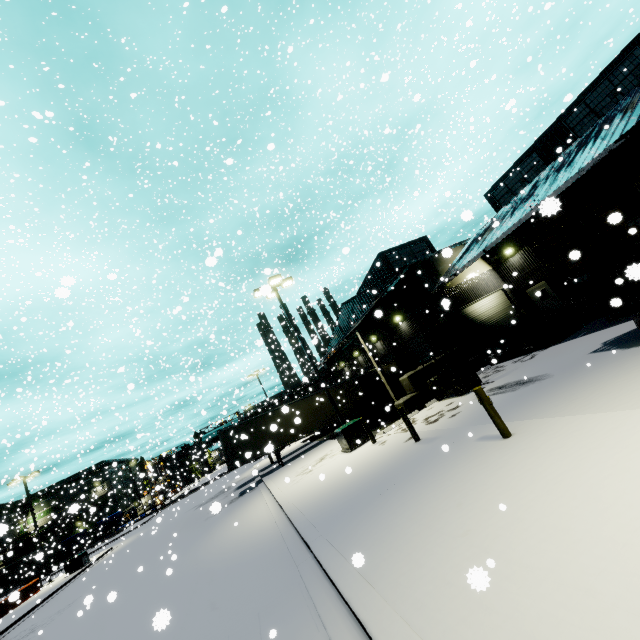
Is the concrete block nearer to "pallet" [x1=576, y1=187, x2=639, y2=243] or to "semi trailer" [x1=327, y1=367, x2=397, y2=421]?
"semi trailer" [x1=327, y1=367, x2=397, y2=421]

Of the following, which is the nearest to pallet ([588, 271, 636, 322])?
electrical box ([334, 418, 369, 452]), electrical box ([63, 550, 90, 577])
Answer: electrical box ([334, 418, 369, 452])

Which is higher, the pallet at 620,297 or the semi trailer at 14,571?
the semi trailer at 14,571

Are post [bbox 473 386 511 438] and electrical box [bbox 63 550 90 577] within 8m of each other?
no

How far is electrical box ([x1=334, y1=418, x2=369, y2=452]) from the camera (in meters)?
14.86

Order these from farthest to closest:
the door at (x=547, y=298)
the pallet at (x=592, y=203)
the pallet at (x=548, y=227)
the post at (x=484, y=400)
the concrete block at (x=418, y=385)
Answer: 1. the door at (x=547, y=298)
2. the concrete block at (x=418, y=385)
3. the pallet at (x=548, y=227)
4. the pallet at (x=592, y=203)
5. the post at (x=484, y=400)

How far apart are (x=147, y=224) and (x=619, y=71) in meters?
31.2

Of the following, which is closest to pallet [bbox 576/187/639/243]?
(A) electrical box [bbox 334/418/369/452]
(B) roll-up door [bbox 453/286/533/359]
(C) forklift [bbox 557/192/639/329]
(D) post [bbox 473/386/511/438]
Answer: (C) forklift [bbox 557/192/639/329]
